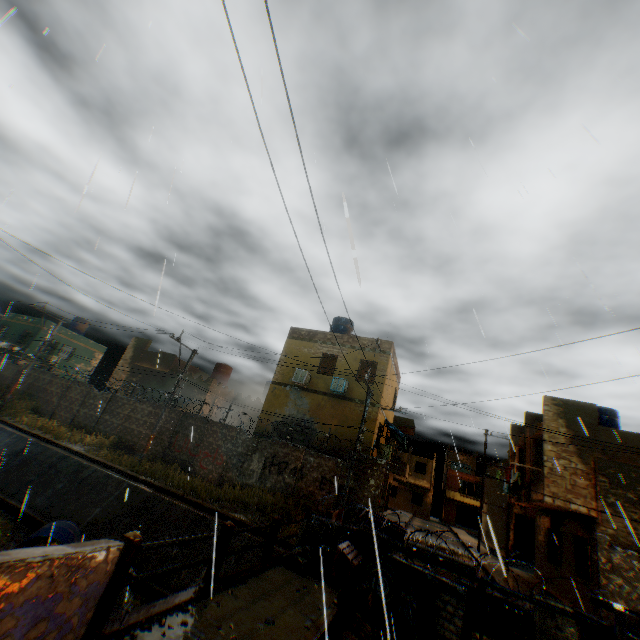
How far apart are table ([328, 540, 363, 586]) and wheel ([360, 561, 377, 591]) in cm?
15

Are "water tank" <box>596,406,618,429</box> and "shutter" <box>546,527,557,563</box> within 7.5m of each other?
yes

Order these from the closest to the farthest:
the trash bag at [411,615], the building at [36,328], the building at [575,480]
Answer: the trash bag at [411,615]
the building at [575,480]
the building at [36,328]

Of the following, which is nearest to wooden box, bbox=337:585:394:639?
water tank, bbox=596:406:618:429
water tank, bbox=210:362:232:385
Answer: water tank, bbox=596:406:618:429

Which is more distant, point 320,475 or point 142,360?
point 142,360

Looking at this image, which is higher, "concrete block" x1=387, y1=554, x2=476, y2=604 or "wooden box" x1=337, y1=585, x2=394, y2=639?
"concrete block" x1=387, y1=554, x2=476, y2=604

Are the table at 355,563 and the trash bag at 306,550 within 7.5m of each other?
yes

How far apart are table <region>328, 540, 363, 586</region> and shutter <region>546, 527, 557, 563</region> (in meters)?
15.16
